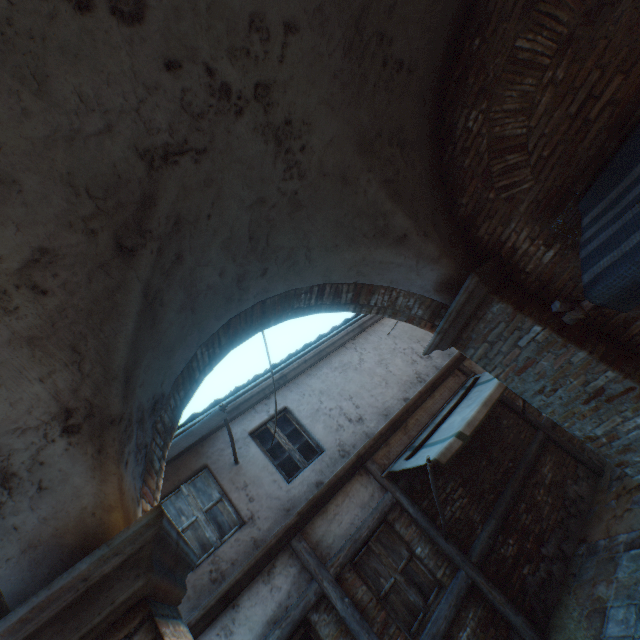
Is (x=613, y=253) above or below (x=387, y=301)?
below

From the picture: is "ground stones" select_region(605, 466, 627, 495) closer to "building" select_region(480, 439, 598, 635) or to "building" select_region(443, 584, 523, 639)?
"building" select_region(480, 439, 598, 635)

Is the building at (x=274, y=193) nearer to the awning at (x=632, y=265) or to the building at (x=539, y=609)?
the building at (x=539, y=609)

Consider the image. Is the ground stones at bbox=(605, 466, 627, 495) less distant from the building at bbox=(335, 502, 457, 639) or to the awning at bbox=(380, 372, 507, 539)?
the awning at bbox=(380, 372, 507, 539)

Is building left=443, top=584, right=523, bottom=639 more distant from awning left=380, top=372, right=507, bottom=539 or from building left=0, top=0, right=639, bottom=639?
building left=0, top=0, right=639, bottom=639

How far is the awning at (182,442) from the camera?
4.73m

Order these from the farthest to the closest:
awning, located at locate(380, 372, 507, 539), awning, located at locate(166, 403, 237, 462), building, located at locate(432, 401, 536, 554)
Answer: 1. building, located at locate(432, 401, 536, 554)
2. awning, located at locate(380, 372, 507, 539)
3. awning, located at locate(166, 403, 237, 462)

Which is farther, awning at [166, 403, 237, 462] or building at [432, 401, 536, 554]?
building at [432, 401, 536, 554]
